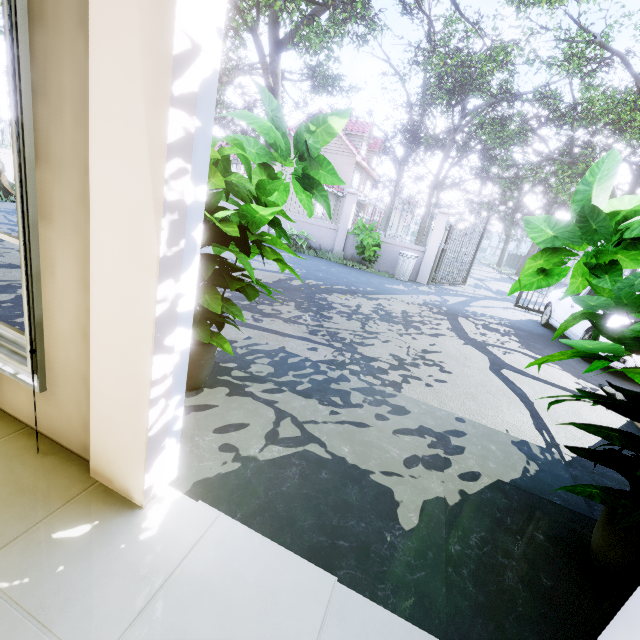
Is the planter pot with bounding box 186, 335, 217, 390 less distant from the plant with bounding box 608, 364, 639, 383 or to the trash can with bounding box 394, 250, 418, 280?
the plant with bounding box 608, 364, 639, 383

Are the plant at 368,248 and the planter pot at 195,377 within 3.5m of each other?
no

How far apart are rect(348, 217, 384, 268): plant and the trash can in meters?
0.6 m

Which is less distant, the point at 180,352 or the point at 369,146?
the point at 180,352

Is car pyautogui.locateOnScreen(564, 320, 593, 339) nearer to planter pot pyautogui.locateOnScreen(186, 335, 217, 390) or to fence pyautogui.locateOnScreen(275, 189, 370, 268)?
fence pyautogui.locateOnScreen(275, 189, 370, 268)

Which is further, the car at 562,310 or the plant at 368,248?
the plant at 368,248

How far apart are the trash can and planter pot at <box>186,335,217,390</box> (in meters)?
9.65

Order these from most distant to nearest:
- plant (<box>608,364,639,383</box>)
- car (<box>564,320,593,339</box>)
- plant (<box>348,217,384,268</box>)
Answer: plant (<box>348,217,384,268</box>) < car (<box>564,320,593,339</box>) < plant (<box>608,364,639,383</box>)
